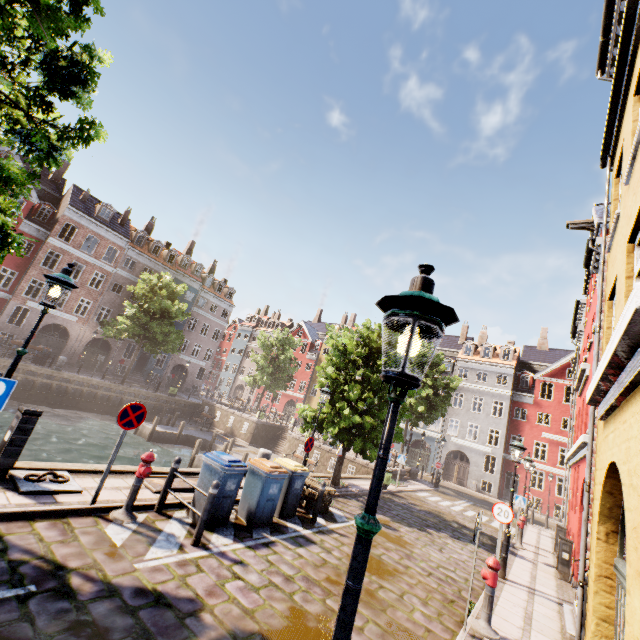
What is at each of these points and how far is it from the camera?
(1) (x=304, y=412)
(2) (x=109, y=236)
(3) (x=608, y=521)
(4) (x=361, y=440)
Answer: (1) tree, 14.52m
(2) building, 33.28m
(3) building, 4.91m
(4) tree, 13.33m

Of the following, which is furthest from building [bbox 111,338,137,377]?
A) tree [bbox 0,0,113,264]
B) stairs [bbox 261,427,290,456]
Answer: stairs [bbox 261,427,290,456]

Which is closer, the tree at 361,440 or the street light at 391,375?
the street light at 391,375

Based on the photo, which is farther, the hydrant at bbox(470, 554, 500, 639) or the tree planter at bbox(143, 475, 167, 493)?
the tree planter at bbox(143, 475, 167, 493)

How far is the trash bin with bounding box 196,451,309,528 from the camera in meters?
7.0

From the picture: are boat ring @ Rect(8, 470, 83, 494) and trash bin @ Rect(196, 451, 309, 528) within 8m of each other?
yes

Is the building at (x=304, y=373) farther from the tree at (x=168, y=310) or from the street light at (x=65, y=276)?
the tree at (x=168, y=310)

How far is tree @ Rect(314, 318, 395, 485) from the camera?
13.52m
